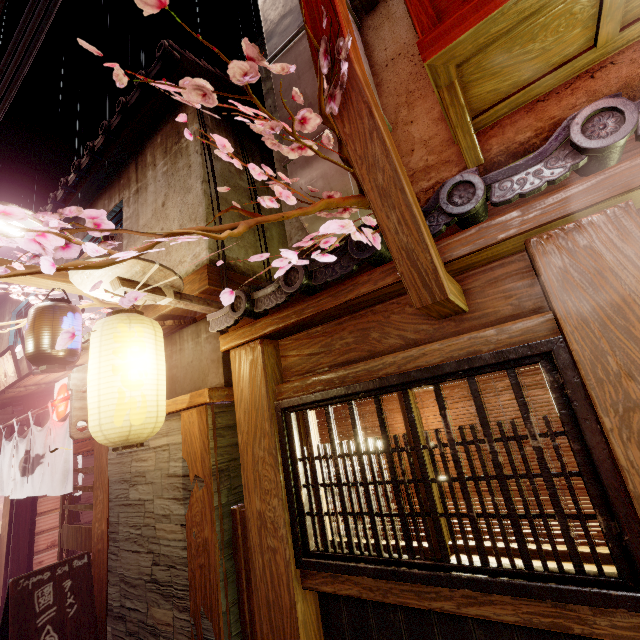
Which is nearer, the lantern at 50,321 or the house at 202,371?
the lantern at 50,321

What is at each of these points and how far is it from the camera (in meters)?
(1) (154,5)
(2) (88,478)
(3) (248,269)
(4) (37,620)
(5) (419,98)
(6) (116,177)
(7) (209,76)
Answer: (1) plant, 1.59
(2) building, 12.95
(3) house, 7.88
(4) sign, 5.88
(5) house, 6.16
(6) house, 10.48
(7) house, 8.63

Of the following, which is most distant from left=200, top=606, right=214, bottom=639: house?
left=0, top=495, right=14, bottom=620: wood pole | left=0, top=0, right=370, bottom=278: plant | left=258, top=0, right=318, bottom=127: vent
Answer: left=0, top=495, right=14, bottom=620: wood pole

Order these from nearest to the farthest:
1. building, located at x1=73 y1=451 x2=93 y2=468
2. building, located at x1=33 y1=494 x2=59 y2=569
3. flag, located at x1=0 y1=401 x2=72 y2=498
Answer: flag, located at x1=0 y1=401 x2=72 y2=498
building, located at x1=33 y1=494 x2=59 y2=569
building, located at x1=73 y1=451 x2=93 y2=468

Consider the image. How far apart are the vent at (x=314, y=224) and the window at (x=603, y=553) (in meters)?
3.43

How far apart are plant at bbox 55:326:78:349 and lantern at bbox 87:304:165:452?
2.5 meters

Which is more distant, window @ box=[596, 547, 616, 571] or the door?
the door

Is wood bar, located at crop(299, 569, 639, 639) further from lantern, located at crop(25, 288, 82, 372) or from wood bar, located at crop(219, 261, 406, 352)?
lantern, located at crop(25, 288, 82, 372)
